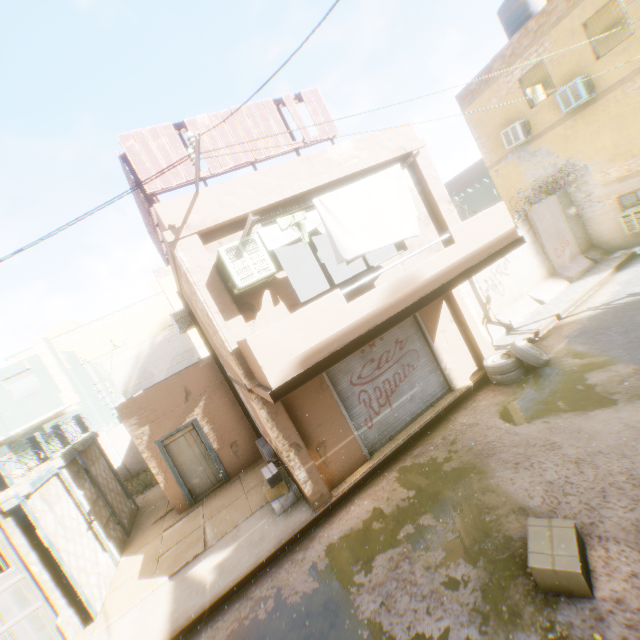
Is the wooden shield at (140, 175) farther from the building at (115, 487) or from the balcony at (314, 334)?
the balcony at (314, 334)

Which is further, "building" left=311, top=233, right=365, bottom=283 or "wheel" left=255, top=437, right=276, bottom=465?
"building" left=311, top=233, right=365, bottom=283

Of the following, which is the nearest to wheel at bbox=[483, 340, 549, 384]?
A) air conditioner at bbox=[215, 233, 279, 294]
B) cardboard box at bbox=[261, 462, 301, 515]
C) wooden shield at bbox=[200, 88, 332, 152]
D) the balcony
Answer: the balcony

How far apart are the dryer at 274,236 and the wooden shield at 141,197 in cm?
48

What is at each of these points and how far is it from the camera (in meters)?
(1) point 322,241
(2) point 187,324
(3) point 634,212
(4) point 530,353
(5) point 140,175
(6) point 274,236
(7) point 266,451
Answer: (1) building, 15.10
(2) air conditioner, 12.26
(3) window air conditioner, 12.20
(4) wheel, 8.44
(5) wooden shield, 5.95
(6) dryer, 6.52
(7) wheel, 9.67

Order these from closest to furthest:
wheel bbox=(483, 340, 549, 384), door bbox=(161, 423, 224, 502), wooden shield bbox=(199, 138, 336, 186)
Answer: wooden shield bbox=(199, 138, 336, 186)
wheel bbox=(483, 340, 549, 384)
door bbox=(161, 423, 224, 502)

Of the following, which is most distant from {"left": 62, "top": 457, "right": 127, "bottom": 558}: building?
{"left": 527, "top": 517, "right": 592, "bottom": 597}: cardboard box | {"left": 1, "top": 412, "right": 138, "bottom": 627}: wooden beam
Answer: {"left": 527, "top": 517, "right": 592, "bottom": 597}: cardboard box

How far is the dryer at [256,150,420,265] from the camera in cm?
619
